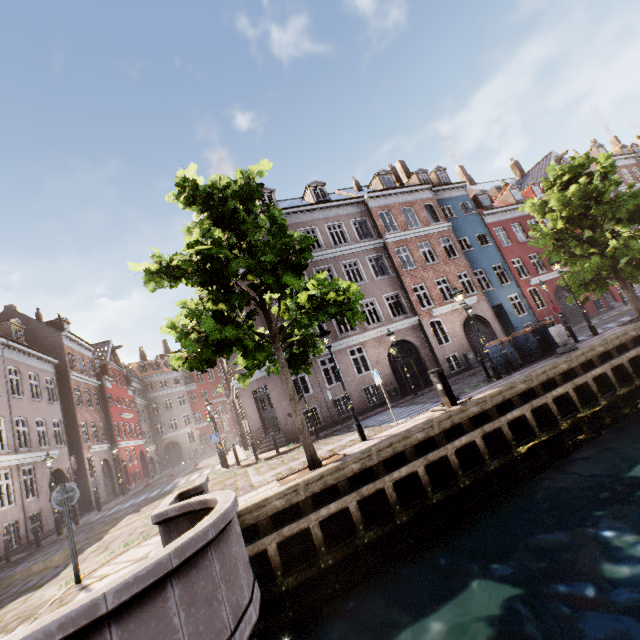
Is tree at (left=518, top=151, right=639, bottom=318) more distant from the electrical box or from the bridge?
the electrical box

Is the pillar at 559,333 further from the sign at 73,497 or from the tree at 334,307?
the sign at 73,497

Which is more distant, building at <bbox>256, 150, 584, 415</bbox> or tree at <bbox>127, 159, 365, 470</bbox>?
building at <bbox>256, 150, 584, 415</bbox>

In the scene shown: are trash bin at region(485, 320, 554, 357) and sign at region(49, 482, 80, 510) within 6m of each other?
no

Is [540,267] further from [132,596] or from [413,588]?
Result: [132,596]

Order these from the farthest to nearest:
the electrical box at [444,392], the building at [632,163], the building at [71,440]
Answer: the building at [632,163] → the building at [71,440] → the electrical box at [444,392]

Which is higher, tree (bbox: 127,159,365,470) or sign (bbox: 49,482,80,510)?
tree (bbox: 127,159,365,470)

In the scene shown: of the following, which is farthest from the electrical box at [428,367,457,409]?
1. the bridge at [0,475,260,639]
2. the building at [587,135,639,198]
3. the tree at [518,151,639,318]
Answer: the building at [587,135,639,198]
